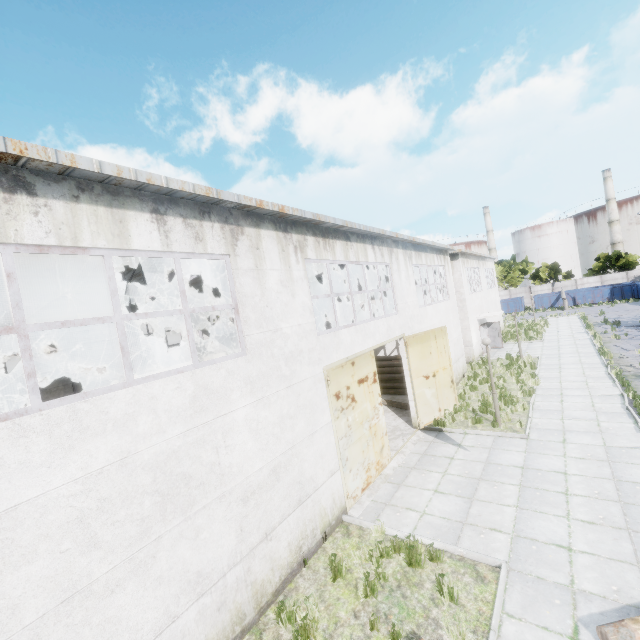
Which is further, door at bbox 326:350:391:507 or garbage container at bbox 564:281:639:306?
garbage container at bbox 564:281:639:306

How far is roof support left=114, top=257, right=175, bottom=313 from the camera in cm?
1052

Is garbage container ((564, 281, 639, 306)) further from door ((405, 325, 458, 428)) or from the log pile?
door ((405, 325, 458, 428))

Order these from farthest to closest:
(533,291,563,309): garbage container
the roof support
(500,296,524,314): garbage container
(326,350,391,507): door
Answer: (500,296,524,314): garbage container → (533,291,563,309): garbage container → the roof support → (326,350,391,507): door

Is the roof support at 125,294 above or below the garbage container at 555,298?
above

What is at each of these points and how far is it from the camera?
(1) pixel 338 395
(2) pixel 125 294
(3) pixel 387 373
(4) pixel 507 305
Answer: (1) door, 8.91m
(2) roof support, 12.37m
(3) log pile, 19.06m
(4) garbage container, 50.78m

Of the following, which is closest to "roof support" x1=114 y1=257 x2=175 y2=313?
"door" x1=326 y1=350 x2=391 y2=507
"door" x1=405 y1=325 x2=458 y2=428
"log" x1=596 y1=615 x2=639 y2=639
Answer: "door" x1=326 y1=350 x2=391 y2=507

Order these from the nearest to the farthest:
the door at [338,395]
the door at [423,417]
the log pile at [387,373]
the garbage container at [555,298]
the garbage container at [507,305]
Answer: the door at [338,395] < the door at [423,417] < the log pile at [387,373] < the garbage container at [555,298] < the garbage container at [507,305]
